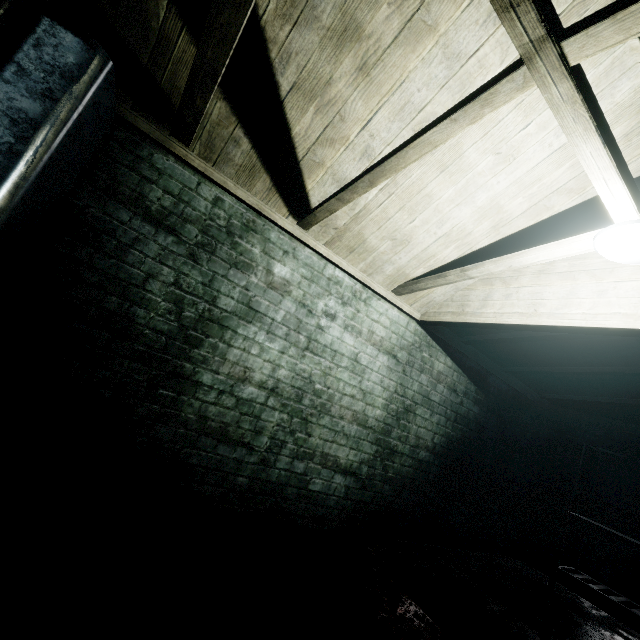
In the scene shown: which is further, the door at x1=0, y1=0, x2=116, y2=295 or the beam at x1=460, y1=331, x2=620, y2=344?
the beam at x1=460, y1=331, x2=620, y2=344

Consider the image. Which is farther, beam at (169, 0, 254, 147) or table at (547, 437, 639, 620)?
table at (547, 437, 639, 620)

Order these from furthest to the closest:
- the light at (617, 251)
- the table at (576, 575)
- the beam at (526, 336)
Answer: the table at (576, 575) < the beam at (526, 336) < the light at (617, 251)

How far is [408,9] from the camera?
1.5 meters

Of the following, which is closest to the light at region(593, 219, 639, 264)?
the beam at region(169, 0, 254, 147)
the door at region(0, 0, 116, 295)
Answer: the beam at region(169, 0, 254, 147)

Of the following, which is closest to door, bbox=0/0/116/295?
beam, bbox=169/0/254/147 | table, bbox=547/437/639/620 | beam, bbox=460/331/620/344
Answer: beam, bbox=169/0/254/147

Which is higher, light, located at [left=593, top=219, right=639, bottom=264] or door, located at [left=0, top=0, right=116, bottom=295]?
light, located at [left=593, top=219, right=639, bottom=264]

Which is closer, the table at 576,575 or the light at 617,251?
the light at 617,251
